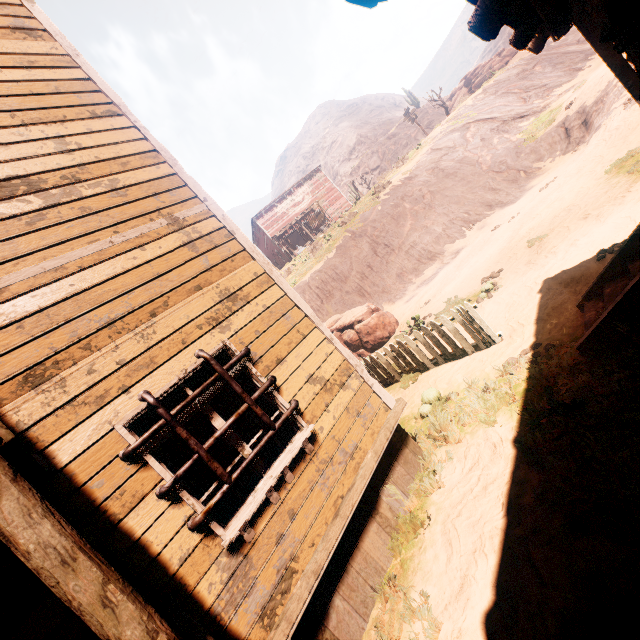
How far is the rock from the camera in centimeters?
2690cm

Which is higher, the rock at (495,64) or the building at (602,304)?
the rock at (495,64)

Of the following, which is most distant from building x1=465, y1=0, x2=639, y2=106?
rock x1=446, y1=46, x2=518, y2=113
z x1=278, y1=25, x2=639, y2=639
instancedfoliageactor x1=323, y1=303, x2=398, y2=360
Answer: rock x1=446, y1=46, x2=518, y2=113

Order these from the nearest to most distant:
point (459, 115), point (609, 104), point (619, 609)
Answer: point (619, 609)
point (609, 104)
point (459, 115)

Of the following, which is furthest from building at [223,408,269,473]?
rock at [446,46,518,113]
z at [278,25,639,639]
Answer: rock at [446,46,518,113]

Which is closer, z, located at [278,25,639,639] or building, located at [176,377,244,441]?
z, located at [278,25,639,639]

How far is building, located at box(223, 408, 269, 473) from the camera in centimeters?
342cm

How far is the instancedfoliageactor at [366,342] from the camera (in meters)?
12.12
